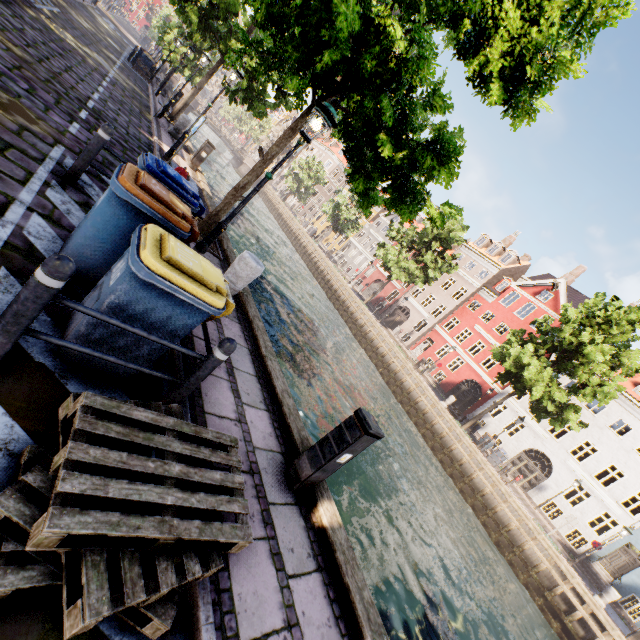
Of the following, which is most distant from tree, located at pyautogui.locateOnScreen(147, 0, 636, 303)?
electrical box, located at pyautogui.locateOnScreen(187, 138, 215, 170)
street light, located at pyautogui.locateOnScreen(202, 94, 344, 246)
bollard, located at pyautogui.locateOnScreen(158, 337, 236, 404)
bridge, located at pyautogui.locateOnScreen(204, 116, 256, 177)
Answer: electrical box, located at pyautogui.locateOnScreen(187, 138, 215, 170)

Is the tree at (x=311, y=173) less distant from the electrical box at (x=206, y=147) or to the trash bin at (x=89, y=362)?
the trash bin at (x=89, y=362)

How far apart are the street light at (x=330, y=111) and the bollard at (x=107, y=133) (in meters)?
1.88

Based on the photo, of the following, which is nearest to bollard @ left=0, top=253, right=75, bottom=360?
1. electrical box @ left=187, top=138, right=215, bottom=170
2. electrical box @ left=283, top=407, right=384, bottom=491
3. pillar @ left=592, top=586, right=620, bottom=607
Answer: electrical box @ left=283, top=407, right=384, bottom=491

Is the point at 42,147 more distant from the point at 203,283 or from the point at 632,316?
the point at 632,316

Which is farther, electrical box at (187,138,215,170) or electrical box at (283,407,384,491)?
electrical box at (187,138,215,170)

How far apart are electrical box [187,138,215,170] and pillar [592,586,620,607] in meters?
27.2

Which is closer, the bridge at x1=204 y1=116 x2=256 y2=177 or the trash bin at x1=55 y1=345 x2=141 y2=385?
the trash bin at x1=55 y1=345 x2=141 y2=385
